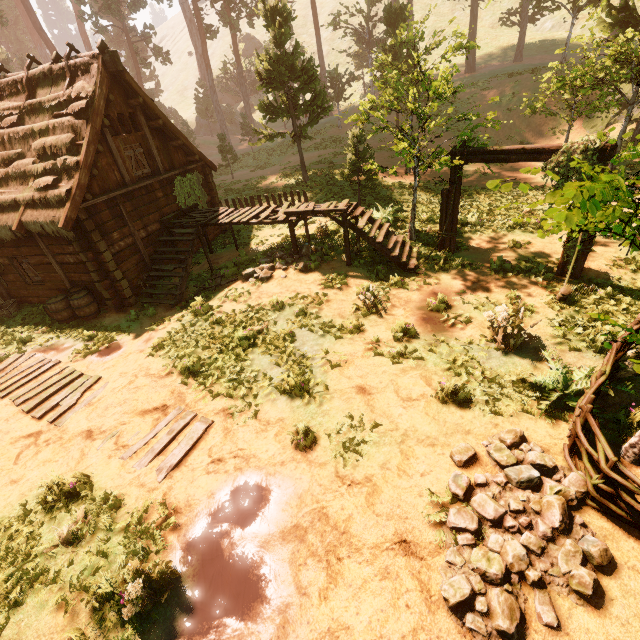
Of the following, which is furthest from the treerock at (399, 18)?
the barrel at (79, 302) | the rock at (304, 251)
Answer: the barrel at (79, 302)

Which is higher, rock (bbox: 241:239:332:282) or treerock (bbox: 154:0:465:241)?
treerock (bbox: 154:0:465:241)

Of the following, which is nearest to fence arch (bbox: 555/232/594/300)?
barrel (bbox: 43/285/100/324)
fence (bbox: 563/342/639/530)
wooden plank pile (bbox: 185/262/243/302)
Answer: fence (bbox: 563/342/639/530)

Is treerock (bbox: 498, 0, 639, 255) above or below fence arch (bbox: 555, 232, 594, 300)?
above

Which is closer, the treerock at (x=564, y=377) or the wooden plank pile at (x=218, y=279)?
the treerock at (x=564, y=377)

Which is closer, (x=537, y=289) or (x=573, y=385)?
(x=573, y=385)

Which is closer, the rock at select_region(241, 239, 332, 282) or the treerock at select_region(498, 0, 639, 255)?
the treerock at select_region(498, 0, 639, 255)

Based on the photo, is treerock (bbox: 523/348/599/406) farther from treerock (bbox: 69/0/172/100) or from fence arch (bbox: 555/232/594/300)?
fence arch (bbox: 555/232/594/300)
